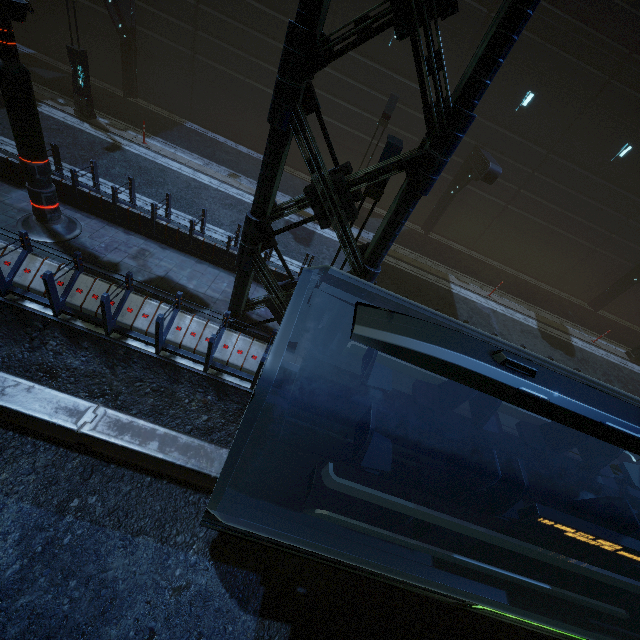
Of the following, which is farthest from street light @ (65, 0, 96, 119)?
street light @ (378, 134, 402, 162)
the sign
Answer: street light @ (378, 134, 402, 162)

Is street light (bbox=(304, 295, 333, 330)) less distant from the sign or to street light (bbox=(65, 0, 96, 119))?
the sign

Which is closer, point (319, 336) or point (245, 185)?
point (319, 336)

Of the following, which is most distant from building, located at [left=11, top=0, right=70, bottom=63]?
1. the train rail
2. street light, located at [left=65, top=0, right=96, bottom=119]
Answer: street light, located at [left=65, top=0, right=96, bottom=119]

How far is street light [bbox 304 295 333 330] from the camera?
8.6m

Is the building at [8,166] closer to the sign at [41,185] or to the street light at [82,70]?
the sign at [41,185]

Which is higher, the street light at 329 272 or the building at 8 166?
the street light at 329 272

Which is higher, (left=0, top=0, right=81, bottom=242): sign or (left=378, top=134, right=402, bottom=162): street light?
(left=378, top=134, right=402, bottom=162): street light
